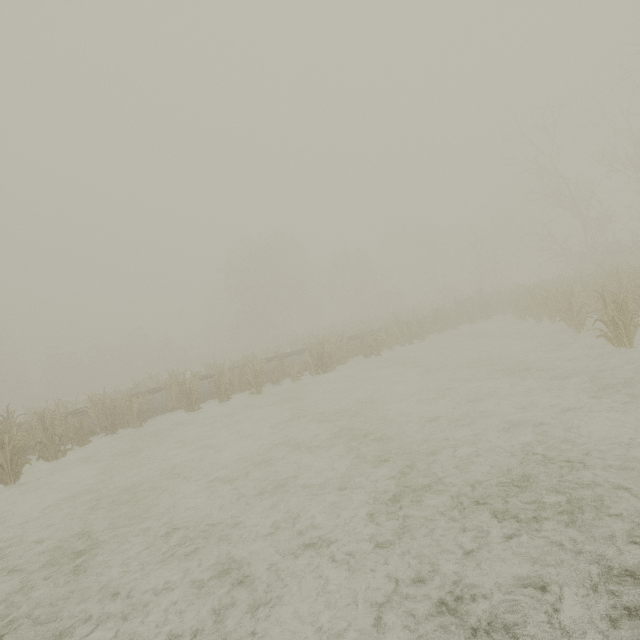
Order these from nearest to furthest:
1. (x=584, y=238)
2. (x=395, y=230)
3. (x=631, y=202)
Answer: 1. (x=584, y=238)
2. (x=395, y=230)
3. (x=631, y=202)
